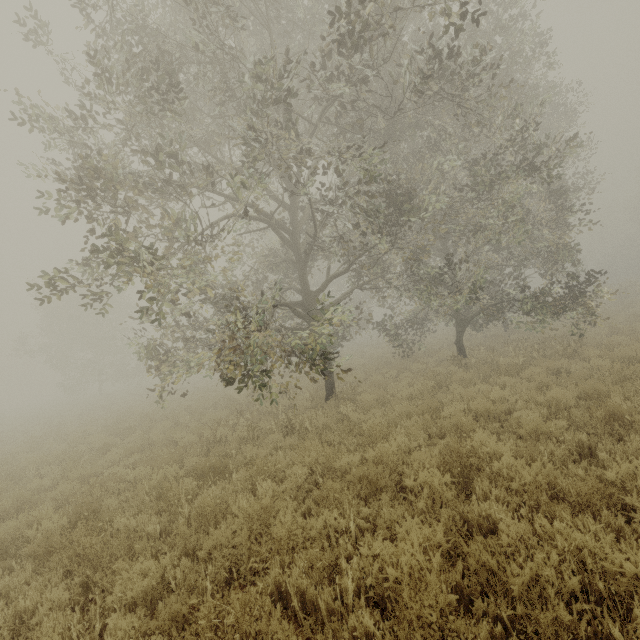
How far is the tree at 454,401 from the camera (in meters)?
7.39

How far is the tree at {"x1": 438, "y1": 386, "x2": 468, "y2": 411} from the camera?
7.4 meters

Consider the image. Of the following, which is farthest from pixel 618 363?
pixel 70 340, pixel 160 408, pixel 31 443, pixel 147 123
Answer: pixel 70 340

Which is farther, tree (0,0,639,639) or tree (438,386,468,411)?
tree (438,386,468,411)

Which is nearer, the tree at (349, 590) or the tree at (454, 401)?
the tree at (349, 590)
